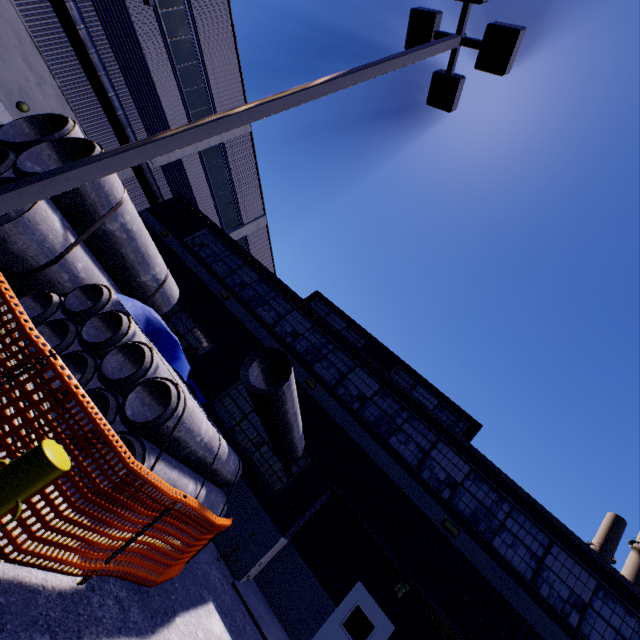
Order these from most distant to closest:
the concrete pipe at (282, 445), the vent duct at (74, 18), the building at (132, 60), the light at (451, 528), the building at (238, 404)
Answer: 1. the building at (132, 60)
2. the vent duct at (74, 18)
3. the light at (451, 528)
4. the building at (238, 404)
5. the concrete pipe at (282, 445)

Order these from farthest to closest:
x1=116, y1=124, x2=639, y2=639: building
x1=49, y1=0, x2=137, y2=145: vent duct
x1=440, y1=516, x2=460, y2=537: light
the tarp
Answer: x1=49, y1=0, x2=137, y2=145: vent duct, x1=440, y1=516, x2=460, y2=537: light, x1=116, y1=124, x2=639, y2=639: building, the tarp

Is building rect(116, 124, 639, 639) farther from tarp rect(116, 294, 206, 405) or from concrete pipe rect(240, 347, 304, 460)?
tarp rect(116, 294, 206, 405)

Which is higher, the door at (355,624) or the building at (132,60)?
the building at (132,60)

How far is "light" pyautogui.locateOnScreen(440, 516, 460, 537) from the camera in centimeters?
913cm

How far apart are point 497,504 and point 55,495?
11.05m

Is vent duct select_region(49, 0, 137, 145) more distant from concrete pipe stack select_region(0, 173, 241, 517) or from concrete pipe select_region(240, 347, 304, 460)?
concrete pipe select_region(240, 347, 304, 460)

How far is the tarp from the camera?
A: 7.8m
